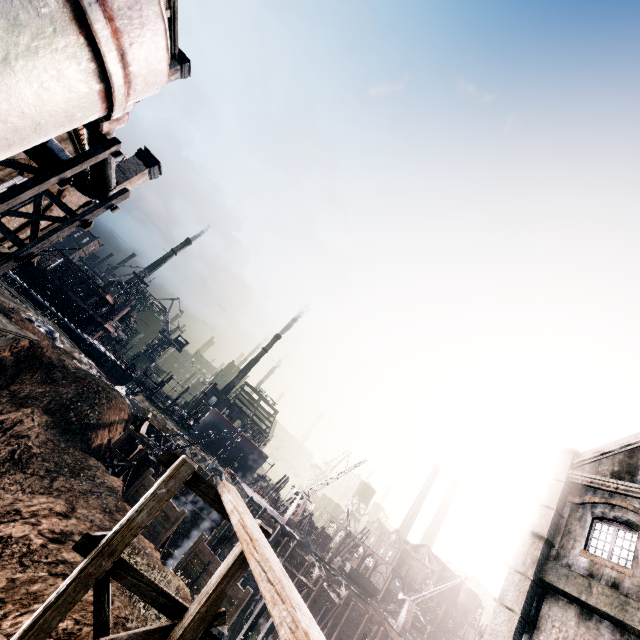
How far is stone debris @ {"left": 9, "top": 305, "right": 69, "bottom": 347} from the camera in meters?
29.6

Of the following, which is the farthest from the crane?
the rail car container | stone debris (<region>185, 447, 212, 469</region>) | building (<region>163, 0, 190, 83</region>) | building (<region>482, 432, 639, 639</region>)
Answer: building (<region>163, 0, 190, 83</region>)

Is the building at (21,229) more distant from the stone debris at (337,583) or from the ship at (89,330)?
the stone debris at (337,583)

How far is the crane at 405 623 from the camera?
49.44m

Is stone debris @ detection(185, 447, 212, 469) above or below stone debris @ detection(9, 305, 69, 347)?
below

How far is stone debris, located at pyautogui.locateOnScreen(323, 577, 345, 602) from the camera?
42.53m

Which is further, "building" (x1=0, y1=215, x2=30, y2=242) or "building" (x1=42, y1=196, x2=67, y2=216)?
"building" (x1=42, y1=196, x2=67, y2=216)

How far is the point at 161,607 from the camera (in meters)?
6.14
